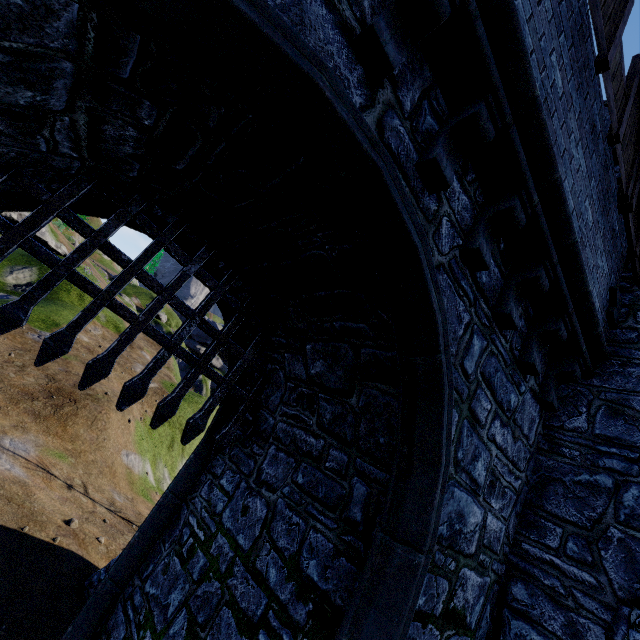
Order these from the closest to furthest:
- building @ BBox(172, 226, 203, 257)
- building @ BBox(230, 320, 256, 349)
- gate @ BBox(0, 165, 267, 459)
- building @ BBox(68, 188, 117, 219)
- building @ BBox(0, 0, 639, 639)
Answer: building @ BBox(0, 0, 639, 639) → gate @ BBox(0, 165, 267, 459) → building @ BBox(68, 188, 117, 219) → building @ BBox(172, 226, 203, 257) → building @ BBox(230, 320, 256, 349)

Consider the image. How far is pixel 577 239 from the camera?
3.9 meters

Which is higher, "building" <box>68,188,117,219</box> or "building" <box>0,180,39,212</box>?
"building" <box>68,188,117,219</box>

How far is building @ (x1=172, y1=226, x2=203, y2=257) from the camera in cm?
488

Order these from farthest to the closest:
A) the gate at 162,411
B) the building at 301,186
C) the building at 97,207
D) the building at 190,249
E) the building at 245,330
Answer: the building at 245,330
the building at 190,249
the building at 97,207
the gate at 162,411
the building at 301,186

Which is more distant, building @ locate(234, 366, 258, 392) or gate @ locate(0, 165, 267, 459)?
building @ locate(234, 366, 258, 392)

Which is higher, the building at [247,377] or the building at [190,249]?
the building at [190,249]
